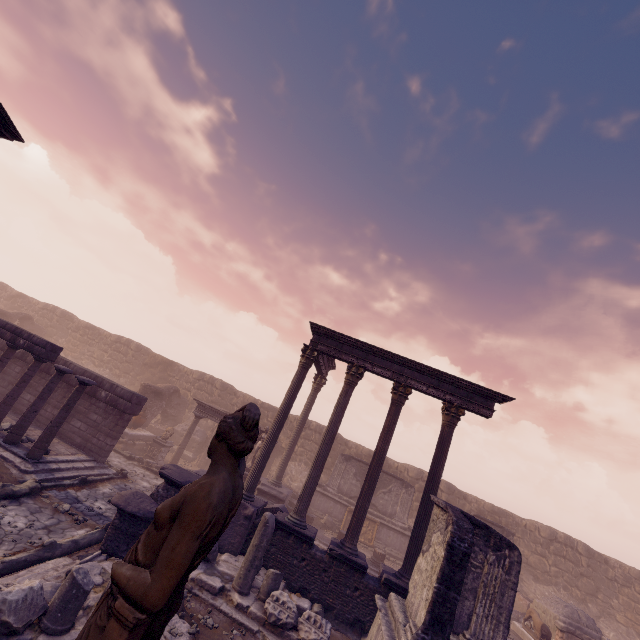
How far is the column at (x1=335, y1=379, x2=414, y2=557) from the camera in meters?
9.9 m

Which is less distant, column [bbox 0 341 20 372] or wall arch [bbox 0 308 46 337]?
column [bbox 0 341 20 372]

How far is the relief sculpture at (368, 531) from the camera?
16.5 meters

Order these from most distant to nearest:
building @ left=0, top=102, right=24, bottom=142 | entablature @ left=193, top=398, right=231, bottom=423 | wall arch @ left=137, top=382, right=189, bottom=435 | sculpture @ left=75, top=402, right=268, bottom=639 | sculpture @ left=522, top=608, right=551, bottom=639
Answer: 1. wall arch @ left=137, top=382, right=189, bottom=435
2. entablature @ left=193, top=398, right=231, bottom=423
3. sculpture @ left=522, top=608, right=551, bottom=639
4. building @ left=0, top=102, right=24, bottom=142
5. sculpture @ left=75, top=402, right=268, bottom=639

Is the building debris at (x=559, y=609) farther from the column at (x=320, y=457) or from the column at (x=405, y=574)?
the column at (x=320, y=457)

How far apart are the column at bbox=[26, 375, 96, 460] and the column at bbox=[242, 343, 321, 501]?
5.9m

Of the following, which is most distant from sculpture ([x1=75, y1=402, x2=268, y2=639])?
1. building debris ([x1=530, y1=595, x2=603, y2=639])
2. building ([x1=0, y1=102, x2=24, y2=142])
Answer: building debris ([x1=530, y1=595, x2=603, y2=639])

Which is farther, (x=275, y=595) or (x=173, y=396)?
(x=173, y=396)
